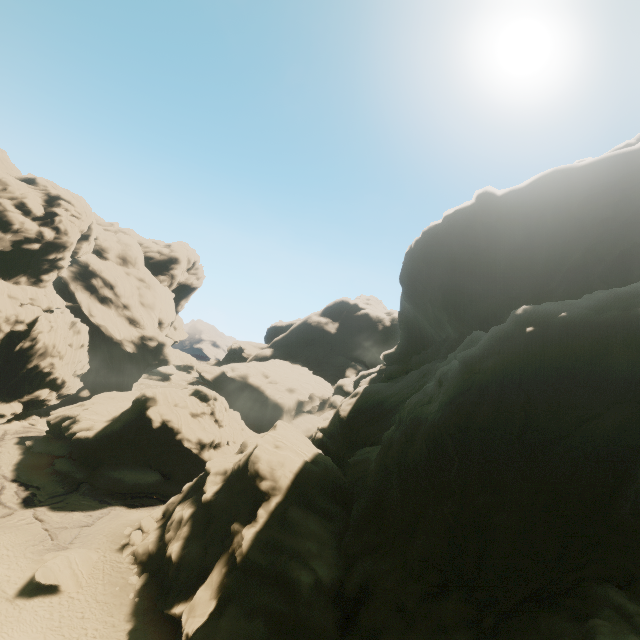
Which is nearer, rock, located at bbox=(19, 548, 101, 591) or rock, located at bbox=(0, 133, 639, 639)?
rock, located at bbox=(0, 133, 639, 639)

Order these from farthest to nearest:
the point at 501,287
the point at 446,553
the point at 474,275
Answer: the point at 474,275
the point at 501,287
the point at 446,553

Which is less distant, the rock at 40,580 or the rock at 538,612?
the rock at 538,612

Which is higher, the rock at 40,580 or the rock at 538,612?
the rock at 538,612

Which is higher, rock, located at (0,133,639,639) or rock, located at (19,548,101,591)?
rock, located at (0,133,639,639)

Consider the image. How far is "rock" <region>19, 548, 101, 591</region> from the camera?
22.5 meters
